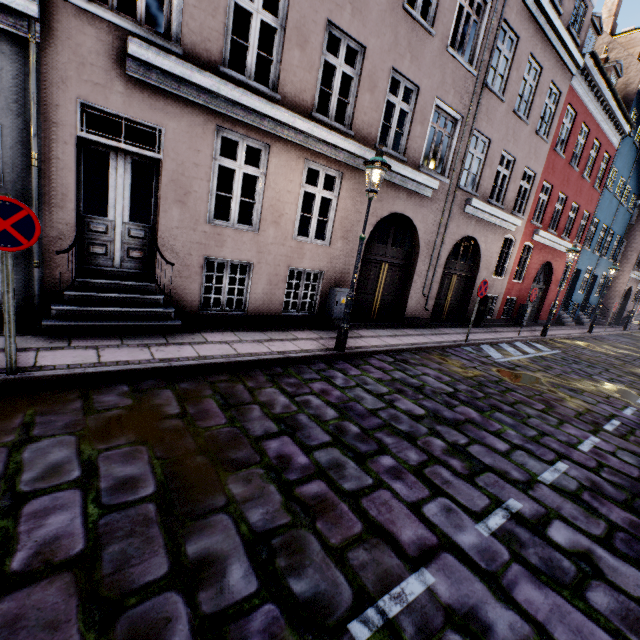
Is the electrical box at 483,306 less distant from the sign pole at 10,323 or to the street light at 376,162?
the street light at 376,162

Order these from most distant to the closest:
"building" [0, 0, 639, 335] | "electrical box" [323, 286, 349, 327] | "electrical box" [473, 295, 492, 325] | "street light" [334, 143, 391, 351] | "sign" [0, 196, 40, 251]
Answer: "electrical box" [473, 295, 492, 325], "electrical box" [323, 286, 349, 327], "street light" [334, 143, 391, 351], "building" [0, 0, 639, 335], "sign" [0, 196, 40, 251]

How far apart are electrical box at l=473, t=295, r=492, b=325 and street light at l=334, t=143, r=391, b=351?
9.03m

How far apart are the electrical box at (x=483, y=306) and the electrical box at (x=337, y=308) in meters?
7.5 m

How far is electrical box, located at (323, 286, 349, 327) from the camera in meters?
8.3

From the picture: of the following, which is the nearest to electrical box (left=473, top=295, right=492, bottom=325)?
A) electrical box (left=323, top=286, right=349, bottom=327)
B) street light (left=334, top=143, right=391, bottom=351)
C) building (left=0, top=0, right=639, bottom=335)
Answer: building (left=0, top=0, right=639, bottom=335)

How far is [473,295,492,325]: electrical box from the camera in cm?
1315

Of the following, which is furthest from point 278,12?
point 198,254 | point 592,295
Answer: point 592,295
